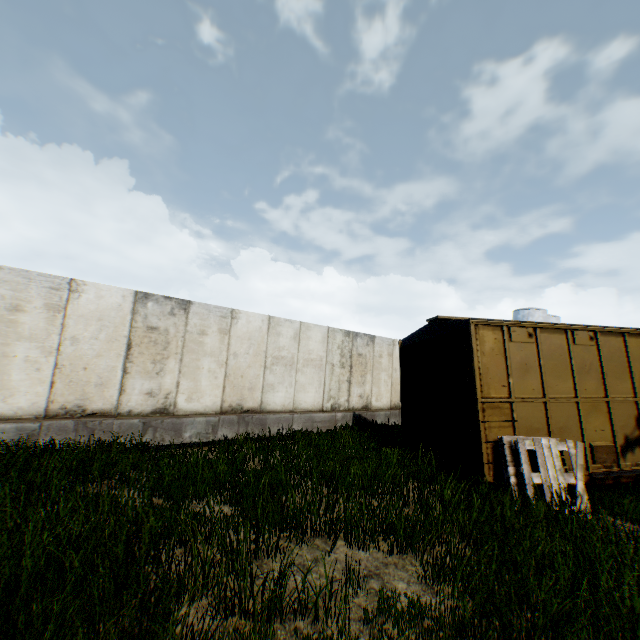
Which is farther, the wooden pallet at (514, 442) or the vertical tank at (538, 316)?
the vertical tank at (538, 316)

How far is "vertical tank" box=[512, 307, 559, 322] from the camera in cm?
4344

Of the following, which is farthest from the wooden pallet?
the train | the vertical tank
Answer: the vertical tank

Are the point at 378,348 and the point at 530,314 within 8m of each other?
no

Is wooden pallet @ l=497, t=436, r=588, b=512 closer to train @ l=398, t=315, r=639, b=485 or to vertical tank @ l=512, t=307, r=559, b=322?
train @ l=398, t=315, r=639, b=485

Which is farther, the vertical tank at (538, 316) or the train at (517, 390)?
the vertical tank at (538, 316)
